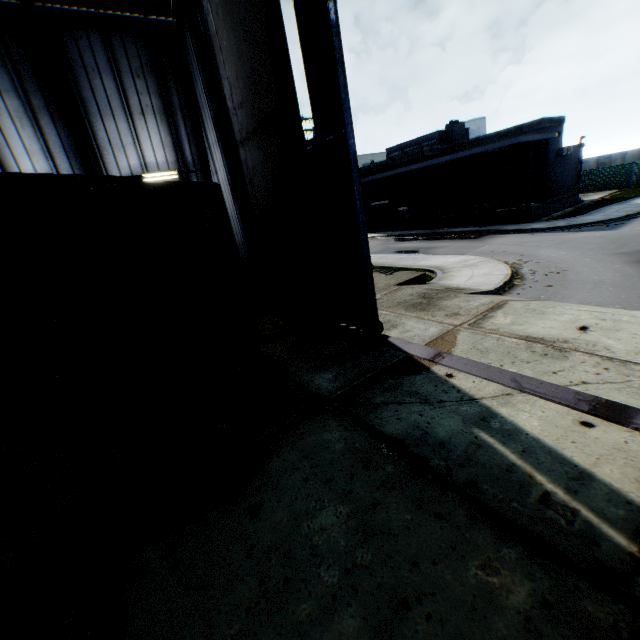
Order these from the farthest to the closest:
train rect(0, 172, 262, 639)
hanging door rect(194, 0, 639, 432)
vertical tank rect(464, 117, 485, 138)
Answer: vertical tank rect(464, 117, 485, 138) → hanging door rect(194, 0, 639, 432) → train rect(0, 172, 262, 639)

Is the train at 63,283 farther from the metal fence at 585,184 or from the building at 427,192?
the building at 427,192

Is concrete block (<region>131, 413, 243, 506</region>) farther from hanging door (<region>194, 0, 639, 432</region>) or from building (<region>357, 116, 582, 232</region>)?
building (<region>357, 116, 582, 232</region>)

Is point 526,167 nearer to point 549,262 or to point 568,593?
point 549,262

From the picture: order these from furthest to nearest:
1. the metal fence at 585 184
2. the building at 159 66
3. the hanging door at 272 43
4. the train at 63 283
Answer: the metal fence at 585 184 → the building at 159 66 → the hanging door at 272 43 → the train at 63 283

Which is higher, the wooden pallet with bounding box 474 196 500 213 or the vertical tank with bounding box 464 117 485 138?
the vertical tank with bounding box 464 117 485 138

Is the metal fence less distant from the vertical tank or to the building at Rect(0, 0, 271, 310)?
the building at Rect(0, 0, 271, 310)

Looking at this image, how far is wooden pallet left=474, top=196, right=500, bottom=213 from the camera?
26.33m
